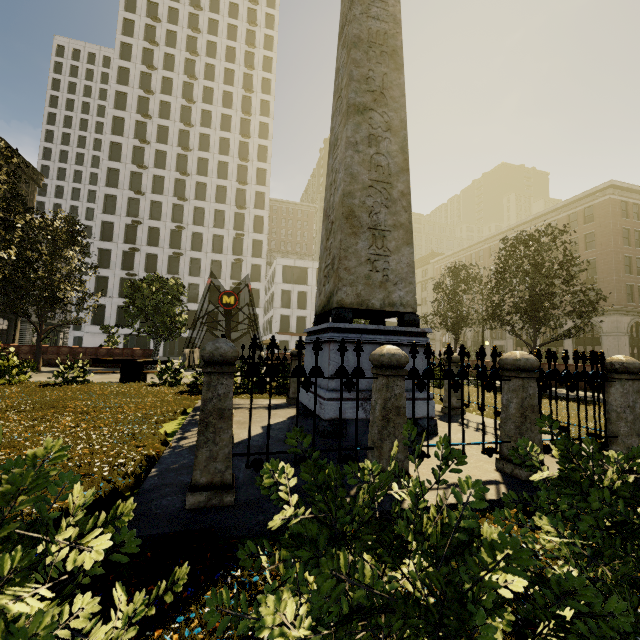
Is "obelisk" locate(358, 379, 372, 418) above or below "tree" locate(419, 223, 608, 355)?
below

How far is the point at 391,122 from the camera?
6.1 meters

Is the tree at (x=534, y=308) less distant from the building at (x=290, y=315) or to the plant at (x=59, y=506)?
the plant at (x=59, y=506)

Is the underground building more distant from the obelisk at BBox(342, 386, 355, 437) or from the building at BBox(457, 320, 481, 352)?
the building at BBox(457, 320, 481, 352)

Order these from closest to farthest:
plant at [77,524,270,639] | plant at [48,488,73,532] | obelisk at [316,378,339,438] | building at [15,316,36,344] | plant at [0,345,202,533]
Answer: plant at [77,524,270,639]
plant at [48,488,73,532]
plant at [0,345,202,533]
obelisk at [316,378,339,438]
building at [15,316,36,344]

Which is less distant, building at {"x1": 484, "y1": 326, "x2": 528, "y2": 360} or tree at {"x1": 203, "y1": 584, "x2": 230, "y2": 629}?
tree at {"x1": 203, "y1": 584, "x2": 230, "y2": 629}

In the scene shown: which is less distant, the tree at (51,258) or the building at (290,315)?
the tree at (51,258)

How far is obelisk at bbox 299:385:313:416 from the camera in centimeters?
572cm
